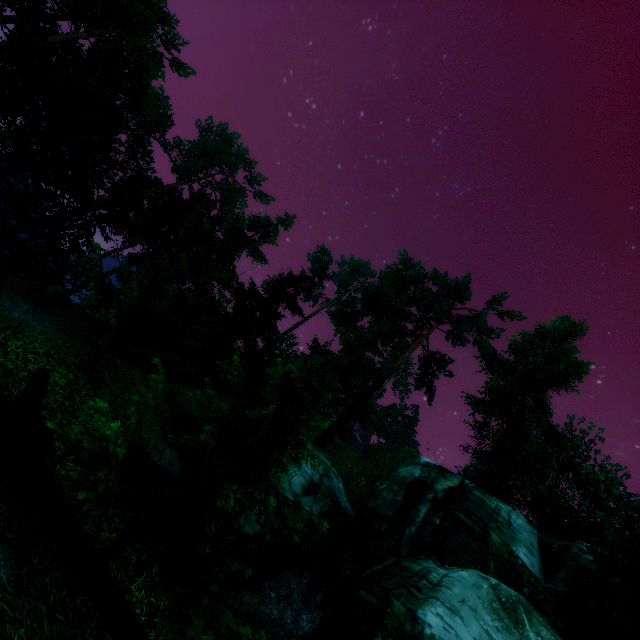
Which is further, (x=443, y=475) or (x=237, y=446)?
(x=443, y=475)

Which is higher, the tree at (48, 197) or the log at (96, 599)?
the tree at (48, 197)

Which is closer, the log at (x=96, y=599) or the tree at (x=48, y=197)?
the log at (x=96, y=599)

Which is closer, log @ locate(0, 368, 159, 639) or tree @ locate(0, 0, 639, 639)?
log @ locate(0, 368, 159, 639)

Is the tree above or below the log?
above
